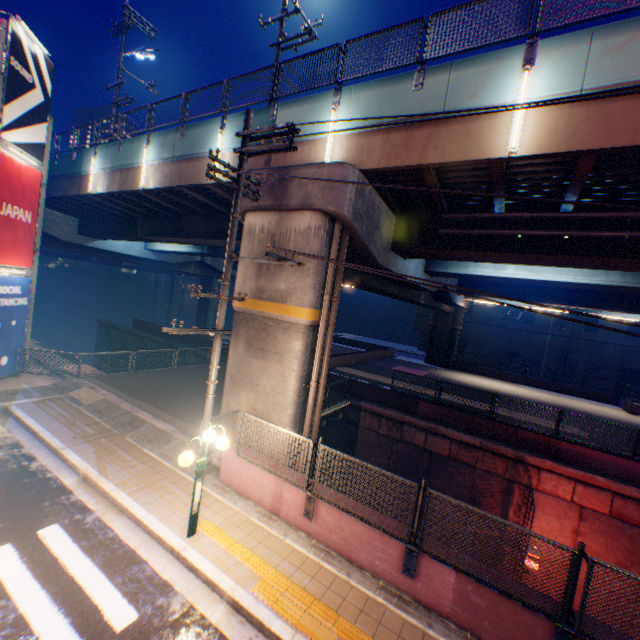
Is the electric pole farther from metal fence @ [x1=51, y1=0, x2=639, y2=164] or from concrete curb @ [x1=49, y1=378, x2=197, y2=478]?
metal fence @ [x1=51, y1=0, x2=639, y2=164]

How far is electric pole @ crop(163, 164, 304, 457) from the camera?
7.79m

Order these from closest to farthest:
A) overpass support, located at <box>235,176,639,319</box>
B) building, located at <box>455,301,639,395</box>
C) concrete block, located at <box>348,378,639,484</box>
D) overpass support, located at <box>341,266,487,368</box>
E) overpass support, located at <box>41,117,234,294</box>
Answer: overpass support, located at <box>235,176,639,319</box> < concrete block, located at <box>348,378,639,484</box> < overpass support, located at <box>41,117,234,294</box> < overpass support, located at <box>341,266,487,368</box> < building, located at <box>455,301,639,395</box>

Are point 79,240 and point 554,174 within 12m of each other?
no

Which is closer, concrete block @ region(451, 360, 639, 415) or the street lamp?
the street lamp

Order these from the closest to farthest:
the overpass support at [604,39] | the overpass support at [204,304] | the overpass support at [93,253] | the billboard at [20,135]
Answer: the overpass support at [604,39] < the billboard at [20,135] < the overpass support at [93,253] < the overpass support at [204,304]

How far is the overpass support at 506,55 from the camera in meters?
7.5

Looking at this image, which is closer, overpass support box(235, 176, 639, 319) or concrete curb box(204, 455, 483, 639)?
concrete curb box(204, 455, 483, 639)
